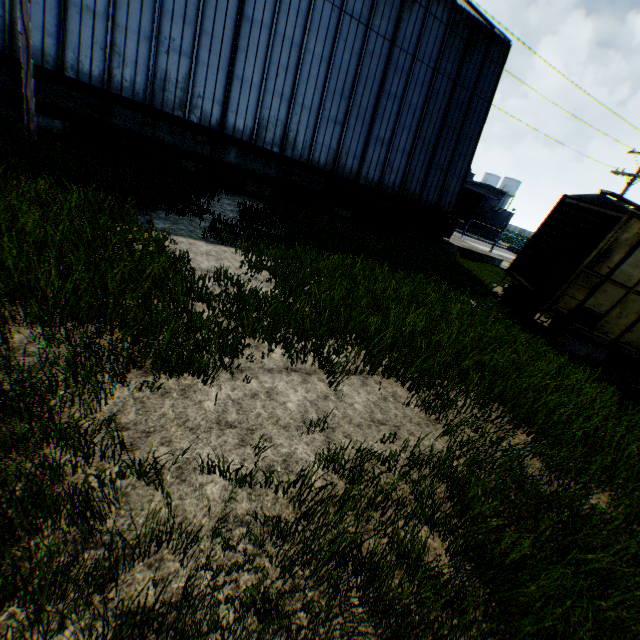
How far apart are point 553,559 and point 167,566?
3.30m

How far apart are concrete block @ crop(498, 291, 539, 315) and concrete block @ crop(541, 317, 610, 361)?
1.3m

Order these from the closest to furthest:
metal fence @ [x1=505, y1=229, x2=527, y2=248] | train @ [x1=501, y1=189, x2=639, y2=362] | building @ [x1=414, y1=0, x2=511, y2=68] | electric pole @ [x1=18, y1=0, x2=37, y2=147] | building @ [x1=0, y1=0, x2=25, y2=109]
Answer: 1. electric pole @ [x1=18, y1=0, x2=37, y2=147]
2. train @ [x1=501, y1=189, x2=639, y2=362]
3. building @ [x1=0, y1=0, x2=25, y2=109]
4. building @ [x1=414, y1=0, x2=511, y2=68]
5. metal fence @ [x1=505, y1=229, x2=527, y2=248]

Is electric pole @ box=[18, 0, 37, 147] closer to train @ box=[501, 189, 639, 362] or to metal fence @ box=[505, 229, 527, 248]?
train @ box=[501, 189, 639, 362]

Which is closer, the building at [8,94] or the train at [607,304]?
the train at [607,304]

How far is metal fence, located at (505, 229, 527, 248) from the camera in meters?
56.5

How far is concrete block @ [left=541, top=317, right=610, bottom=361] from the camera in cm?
1018

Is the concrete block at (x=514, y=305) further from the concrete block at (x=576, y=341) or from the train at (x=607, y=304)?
the concrete block at (x=576, y=341)
